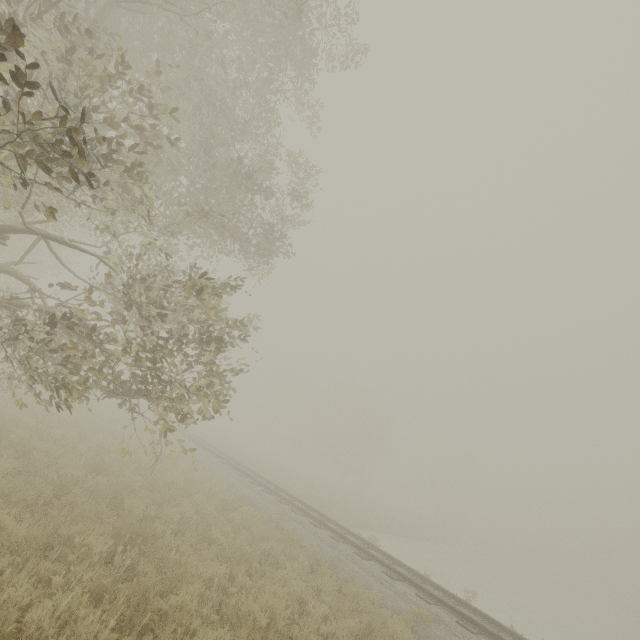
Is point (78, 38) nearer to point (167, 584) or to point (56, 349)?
point (56, 349)
